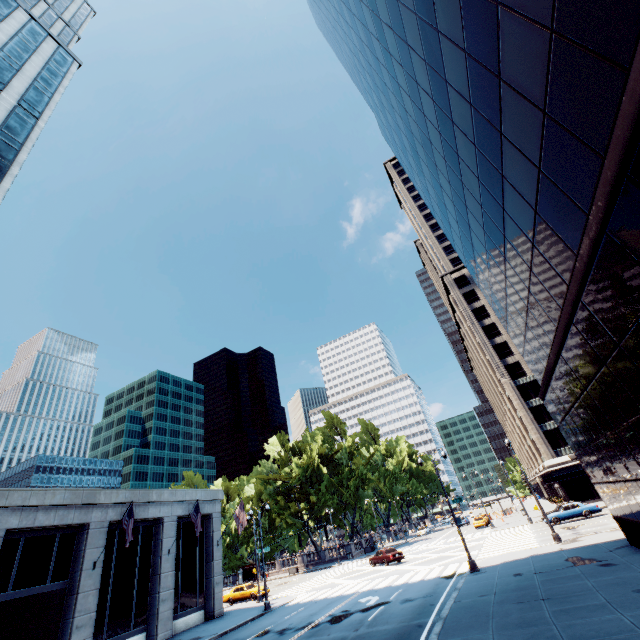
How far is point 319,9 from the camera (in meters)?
39.16

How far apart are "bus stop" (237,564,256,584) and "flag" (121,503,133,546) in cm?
4086

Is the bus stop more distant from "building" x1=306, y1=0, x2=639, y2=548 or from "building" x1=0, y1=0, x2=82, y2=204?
"building" x1=306, y1=0, x2=639, y2=548

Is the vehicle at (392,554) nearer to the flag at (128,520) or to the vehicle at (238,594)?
the vehicle at (238,594)

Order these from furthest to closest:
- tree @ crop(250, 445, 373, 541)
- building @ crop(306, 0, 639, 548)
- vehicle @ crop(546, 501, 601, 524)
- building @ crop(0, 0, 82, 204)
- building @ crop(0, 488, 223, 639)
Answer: tree @ crop(250, 445, 373, 541) → vehicle @ crop(546, 501, 601, 524) → building @ crop(0, 0, 82, 204) → building @ crop(0, 488, 223, 639) → building @ crop(306, 0, 639, 548)

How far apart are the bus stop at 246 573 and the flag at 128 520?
40.9m

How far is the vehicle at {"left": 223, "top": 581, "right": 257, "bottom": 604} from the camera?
33.4m

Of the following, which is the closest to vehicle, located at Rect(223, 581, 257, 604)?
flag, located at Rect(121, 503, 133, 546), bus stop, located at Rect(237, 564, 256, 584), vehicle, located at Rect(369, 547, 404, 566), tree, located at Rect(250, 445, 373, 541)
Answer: vehicle, located at Rect(369, 547, 404, 566)
